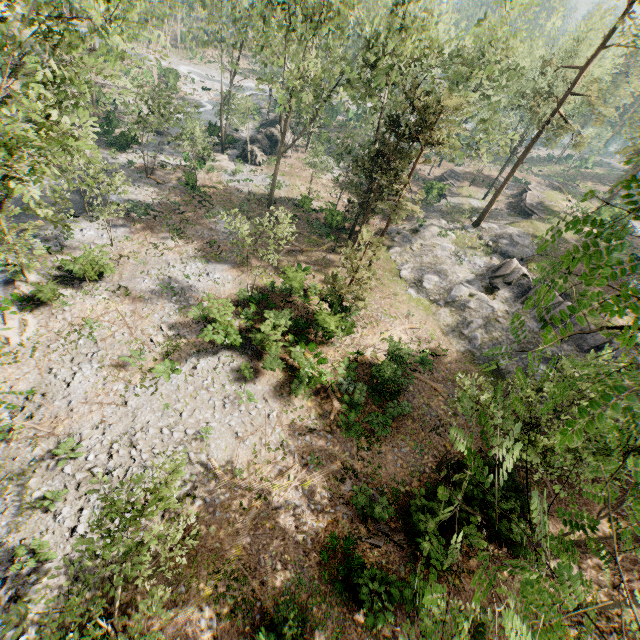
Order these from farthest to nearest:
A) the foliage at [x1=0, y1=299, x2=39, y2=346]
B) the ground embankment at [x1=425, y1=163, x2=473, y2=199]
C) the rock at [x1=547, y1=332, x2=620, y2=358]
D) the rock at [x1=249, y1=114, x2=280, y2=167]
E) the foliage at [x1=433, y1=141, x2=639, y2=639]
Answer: the ground embankment at [x1=425, y1=163, x2=473, y2=199]
the rock at [x1=249, y1=114, x2=280, y2=167]
the rock at [x1=547, y1=332, x2=620, y2=358]
the foliage at [x1=0, y1=299, x2=39, y2=346]
the foliage at [x1=433, y1=141, x2=639, y2=639]

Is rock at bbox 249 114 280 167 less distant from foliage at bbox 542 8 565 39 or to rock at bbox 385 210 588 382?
foliage at bbox 542 8 565 39

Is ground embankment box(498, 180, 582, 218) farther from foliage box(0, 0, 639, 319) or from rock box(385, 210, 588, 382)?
foliage box(0, 0, 639, 319)

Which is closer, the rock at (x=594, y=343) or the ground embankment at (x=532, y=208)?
the rock at (x=594, y=343)

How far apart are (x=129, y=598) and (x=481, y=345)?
25.11m

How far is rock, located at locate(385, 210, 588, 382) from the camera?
25.0 meters

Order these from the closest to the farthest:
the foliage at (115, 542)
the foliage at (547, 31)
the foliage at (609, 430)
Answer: the foliage at (609, 430) → the foliage at (115, 542) → the foliage at (547, 31)
